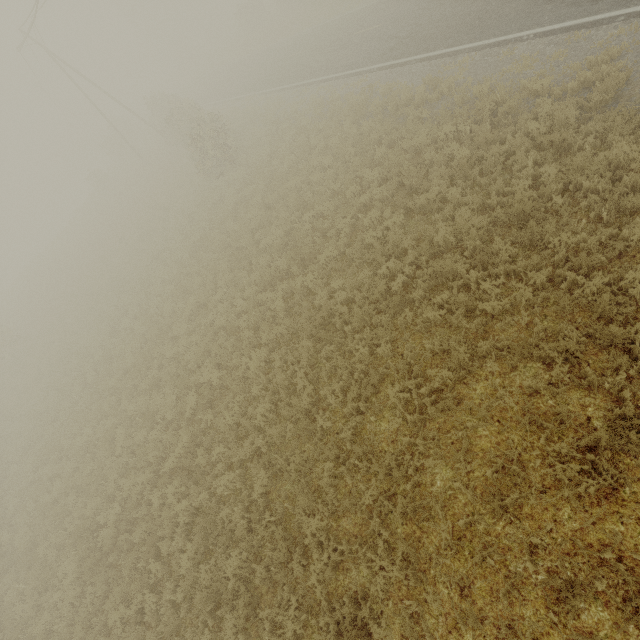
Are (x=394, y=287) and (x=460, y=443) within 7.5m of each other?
yes
